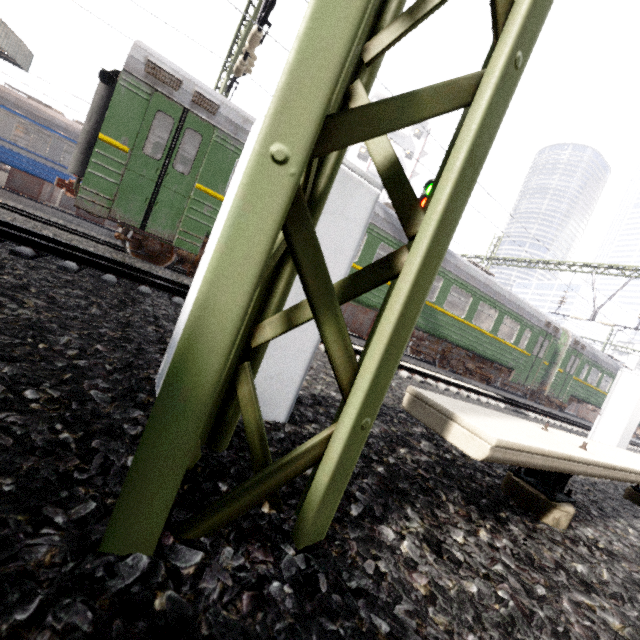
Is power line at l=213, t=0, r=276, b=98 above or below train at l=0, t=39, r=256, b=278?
above

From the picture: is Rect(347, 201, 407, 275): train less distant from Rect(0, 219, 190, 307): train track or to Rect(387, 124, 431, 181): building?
Rect(0, 219, 190, 307): train track

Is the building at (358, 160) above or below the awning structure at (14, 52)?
above

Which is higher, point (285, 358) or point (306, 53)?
point (306, 53)

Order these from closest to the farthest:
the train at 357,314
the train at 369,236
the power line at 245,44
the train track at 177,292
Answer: the train track at 177,292
the power line at 245,44
the train at 369,236
the train at 357,314

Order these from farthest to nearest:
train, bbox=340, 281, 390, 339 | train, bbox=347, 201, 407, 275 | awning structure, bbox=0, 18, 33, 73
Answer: awning structure, bbox=0, 18, 33, 73
train, bbox=340, 281, 390, 339
train, bbox=347, 201, 407, 275

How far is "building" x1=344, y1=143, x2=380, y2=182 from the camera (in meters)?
42.09

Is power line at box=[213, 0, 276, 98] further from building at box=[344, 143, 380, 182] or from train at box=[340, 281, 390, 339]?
building at box=[344, 143, 380, 182]
